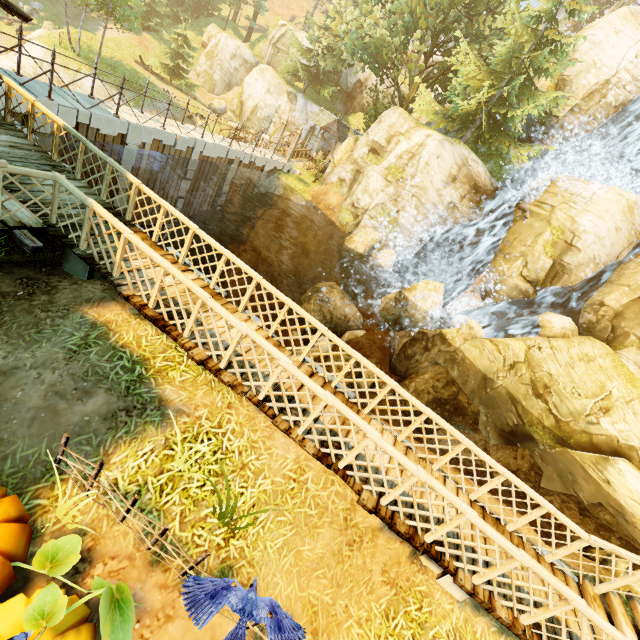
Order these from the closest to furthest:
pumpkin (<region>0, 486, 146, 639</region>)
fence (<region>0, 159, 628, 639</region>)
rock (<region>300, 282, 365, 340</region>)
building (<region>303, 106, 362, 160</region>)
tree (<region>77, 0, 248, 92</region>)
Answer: pumpkin (<region>0, 486, 146, 639</region>) < fence (<region>0, 159, 628, 639</region>) < rock (<region>300, 282, 365, 340</region>) < tree (<region>77, 0, 248, 92</region>) < building (<region>303, 106, 362, 160</region>)

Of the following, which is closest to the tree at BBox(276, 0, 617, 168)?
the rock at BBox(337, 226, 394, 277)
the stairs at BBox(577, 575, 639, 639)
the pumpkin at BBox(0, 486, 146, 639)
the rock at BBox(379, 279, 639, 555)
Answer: the rock at BBox(337, 226, 394, 277)

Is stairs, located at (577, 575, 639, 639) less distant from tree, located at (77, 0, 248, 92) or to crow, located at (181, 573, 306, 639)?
crow, located at (181, 573, 306, 639)

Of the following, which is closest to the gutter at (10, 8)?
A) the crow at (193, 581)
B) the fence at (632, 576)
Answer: the fence at (632, 576)

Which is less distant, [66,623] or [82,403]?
[66,623]

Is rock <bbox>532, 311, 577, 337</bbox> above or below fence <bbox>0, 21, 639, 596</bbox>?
above

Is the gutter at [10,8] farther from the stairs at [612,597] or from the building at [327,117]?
the building at [327,117]

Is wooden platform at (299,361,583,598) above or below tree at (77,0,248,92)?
below
